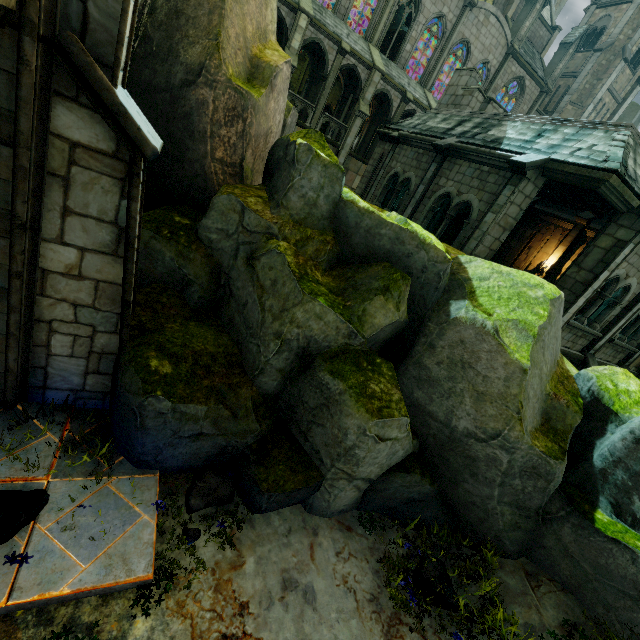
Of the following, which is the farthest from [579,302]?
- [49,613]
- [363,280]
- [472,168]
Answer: [49,613]

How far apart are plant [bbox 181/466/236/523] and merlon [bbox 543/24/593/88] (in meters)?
42.26

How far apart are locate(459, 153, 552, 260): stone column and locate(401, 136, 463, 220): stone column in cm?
300

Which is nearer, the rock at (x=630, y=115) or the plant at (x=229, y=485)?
the plant at (x=229, y=485)

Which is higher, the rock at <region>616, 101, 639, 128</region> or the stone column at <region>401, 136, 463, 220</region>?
the rock at <region>616, 101, 639, 128</region>

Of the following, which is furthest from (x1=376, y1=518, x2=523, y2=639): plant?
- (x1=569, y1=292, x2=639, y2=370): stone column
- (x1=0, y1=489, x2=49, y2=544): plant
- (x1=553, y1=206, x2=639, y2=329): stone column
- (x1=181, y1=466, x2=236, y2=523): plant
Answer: (x1=569, y1=292, x2=639, y2=370): stone column

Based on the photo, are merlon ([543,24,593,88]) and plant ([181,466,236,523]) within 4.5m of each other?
no

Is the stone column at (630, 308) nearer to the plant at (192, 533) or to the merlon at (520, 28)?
the plant at (192, 533)
